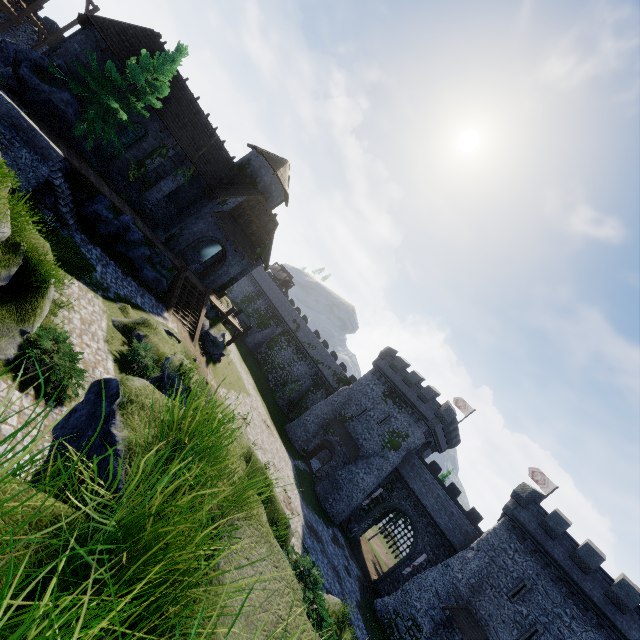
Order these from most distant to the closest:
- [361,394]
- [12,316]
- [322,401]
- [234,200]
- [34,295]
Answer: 1. [322,401]
2. [361,394]
3. [234,200]
4. [34,295]
5. [12,316]

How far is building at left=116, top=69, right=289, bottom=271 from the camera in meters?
24.7

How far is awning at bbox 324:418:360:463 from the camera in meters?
35.5

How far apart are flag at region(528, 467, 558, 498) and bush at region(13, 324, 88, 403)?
42.6 meters

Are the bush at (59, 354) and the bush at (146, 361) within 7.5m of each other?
yes

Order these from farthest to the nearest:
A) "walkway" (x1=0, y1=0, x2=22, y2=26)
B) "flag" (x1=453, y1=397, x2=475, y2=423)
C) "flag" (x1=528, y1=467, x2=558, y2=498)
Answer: "flag" (x1=453, y1=397, x2=475, y2=423) → "flag" (x1=528, y1=467, x2=558, y2=498) → "walkway" (x1=0, y1=0, x2=22, y2=26)

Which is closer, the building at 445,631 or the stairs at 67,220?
the stairs at 67,220

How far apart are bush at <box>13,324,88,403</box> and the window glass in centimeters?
2083cm
